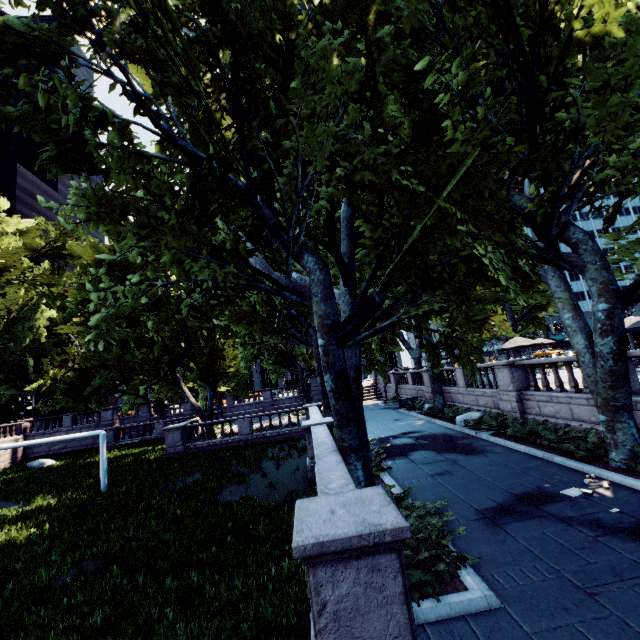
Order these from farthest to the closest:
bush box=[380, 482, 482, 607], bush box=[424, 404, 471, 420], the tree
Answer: bush box=[424, 404, 471, 420]
the tree
bush box=[380, 482, 482, 607]

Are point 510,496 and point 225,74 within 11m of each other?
no

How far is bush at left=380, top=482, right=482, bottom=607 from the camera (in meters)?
5.00

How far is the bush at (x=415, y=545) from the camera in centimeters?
500cm

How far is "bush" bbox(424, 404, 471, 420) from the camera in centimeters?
1832cm

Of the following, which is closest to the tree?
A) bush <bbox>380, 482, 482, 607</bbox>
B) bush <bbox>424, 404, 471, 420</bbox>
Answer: bush <bbox>380, 482, 482, 607</bbox>

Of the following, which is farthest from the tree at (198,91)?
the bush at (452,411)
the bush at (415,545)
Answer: the bush at (452,411)

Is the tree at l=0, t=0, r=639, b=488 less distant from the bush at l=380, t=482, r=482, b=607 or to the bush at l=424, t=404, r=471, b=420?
the bush at l=380, t=482, r=482, b=607
